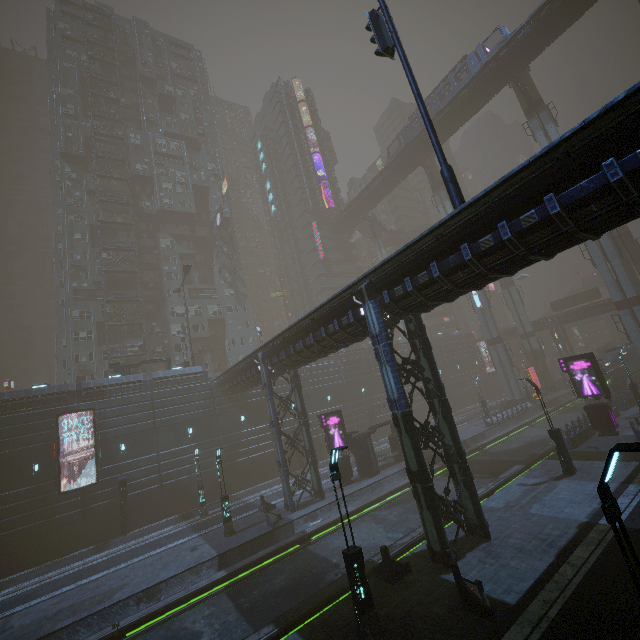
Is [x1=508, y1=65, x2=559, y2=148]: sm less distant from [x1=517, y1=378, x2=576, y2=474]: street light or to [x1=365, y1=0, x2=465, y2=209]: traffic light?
[x1=517, y1=378, x2=576, y2=474]: street light

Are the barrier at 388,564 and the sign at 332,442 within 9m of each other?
no

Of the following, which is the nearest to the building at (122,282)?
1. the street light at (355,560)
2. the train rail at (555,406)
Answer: the train rail at (555,406)

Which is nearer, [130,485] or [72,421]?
[72,421]

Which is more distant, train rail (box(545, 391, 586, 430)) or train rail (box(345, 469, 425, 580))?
train rail (box(545, 391, 586, 430))

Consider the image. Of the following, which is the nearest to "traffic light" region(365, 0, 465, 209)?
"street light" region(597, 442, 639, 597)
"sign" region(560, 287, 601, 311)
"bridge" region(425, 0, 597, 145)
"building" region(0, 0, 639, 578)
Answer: "building" region(0, 0, 639, 578)

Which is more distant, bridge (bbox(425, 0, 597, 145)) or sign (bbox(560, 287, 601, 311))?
sign (bbox(560, 287, 601, 311))

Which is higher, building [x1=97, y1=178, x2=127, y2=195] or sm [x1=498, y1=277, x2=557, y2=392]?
building [x1=97, y1=178, x2=127, y2=195]
